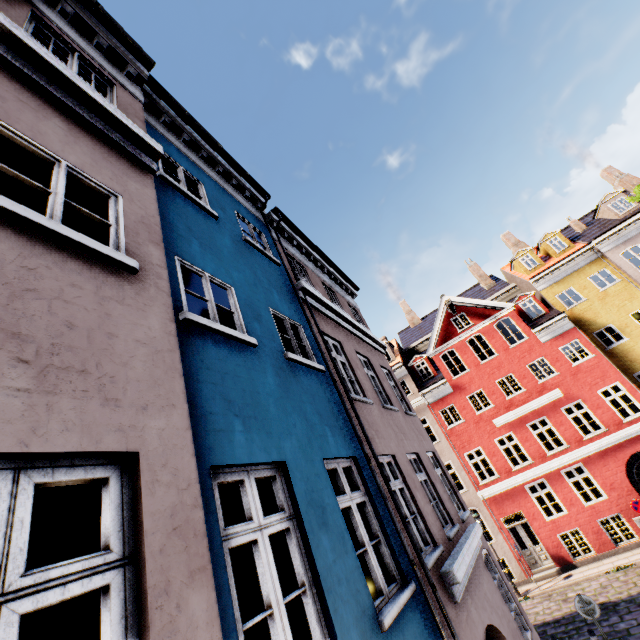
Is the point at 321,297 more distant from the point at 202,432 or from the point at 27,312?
the point at 27,312
